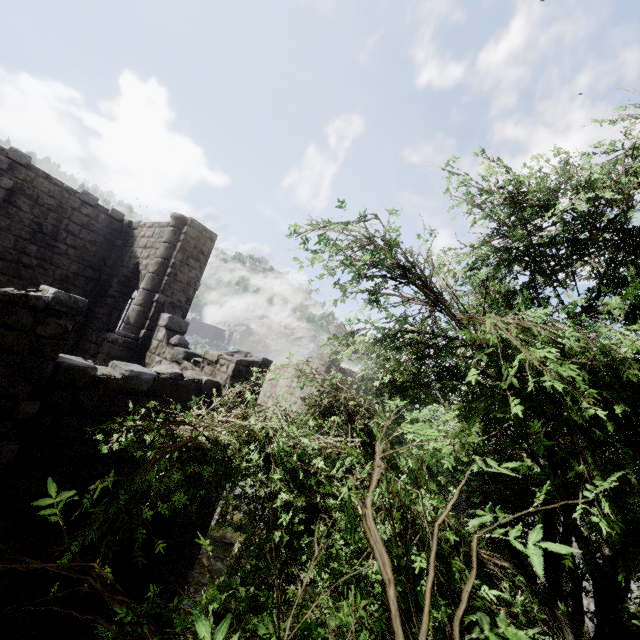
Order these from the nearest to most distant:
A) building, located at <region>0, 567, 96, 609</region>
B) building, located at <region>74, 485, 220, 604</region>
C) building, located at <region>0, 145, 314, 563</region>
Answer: building, located at <region>0, 145, 314, 563</region>
building, located at <region>0, 567, 96, 609</region>
building, located at <region>74, 485, 220, 604</region>

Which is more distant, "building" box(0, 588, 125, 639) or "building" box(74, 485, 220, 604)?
"building" box(74, 485, 220, 604)

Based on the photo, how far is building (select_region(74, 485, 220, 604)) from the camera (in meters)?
6.87

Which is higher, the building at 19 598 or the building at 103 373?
the building at 103 373

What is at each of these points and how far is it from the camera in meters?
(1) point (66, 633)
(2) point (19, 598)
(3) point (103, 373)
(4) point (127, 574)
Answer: (1) building, 6.5
(2) building, 5.7
(3) building, 6.2
(4) building, 7.3

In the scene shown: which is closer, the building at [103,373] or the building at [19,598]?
A: the building at [103,373]
